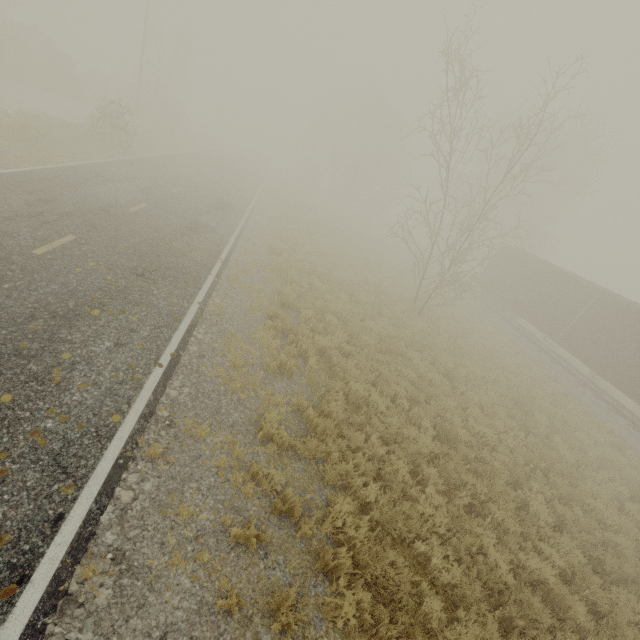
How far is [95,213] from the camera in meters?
10.5 m
